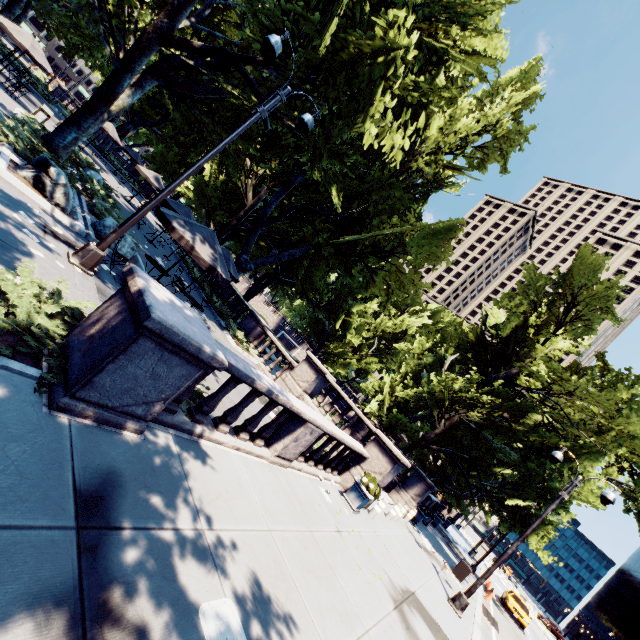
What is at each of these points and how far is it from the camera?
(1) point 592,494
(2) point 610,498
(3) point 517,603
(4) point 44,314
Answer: (1) tree, 38.06m
(2) light, 11.70m
(3) vehicle, 26.05m
(4) bush, 4.70m

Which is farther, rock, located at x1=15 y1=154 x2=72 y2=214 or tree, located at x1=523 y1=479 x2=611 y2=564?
tree, located at x1=523 y1=479 x2=611 y2=564

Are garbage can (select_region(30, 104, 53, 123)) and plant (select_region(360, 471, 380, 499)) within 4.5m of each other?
no

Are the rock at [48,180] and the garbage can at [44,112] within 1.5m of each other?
no

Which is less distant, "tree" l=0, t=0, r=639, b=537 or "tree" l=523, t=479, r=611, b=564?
"tree" l=0, t=0, r=639, b=537

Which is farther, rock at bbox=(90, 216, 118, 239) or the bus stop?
the bus stop

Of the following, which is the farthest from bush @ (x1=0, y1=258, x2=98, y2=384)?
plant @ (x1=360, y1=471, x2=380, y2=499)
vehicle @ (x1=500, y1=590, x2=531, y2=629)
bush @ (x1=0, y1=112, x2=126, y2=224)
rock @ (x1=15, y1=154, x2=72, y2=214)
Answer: vehicle @ (x1=500, y1=590, x2=531, y2=629)

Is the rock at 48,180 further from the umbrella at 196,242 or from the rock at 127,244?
the umbrella at 196,242
